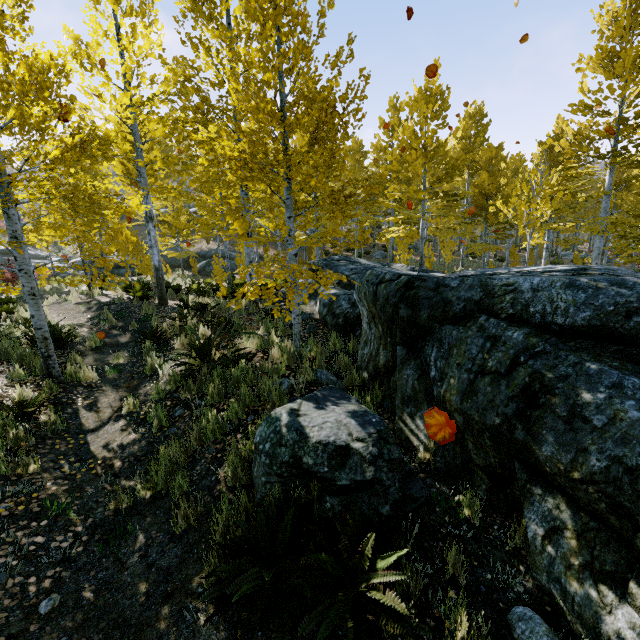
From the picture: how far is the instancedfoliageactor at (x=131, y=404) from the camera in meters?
5.4 m

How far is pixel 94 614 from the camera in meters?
2.6 m

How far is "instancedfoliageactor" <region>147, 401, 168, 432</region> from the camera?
4.87m

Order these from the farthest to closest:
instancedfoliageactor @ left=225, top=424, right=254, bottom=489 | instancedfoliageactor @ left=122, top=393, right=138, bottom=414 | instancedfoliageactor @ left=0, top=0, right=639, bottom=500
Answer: instancedfoliageactor @ left=122, top=393, right=138, bottom=414, instancedfoliageactor @ left=0, top=0, right=639, bottom=500, instancedfoliageactor @ left=225, top=424, right=254, bottom=489

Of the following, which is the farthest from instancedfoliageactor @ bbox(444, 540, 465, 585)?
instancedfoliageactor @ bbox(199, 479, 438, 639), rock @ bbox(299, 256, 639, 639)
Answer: instancedfoliageactor @ bbox(199, 479, 438, 639)
